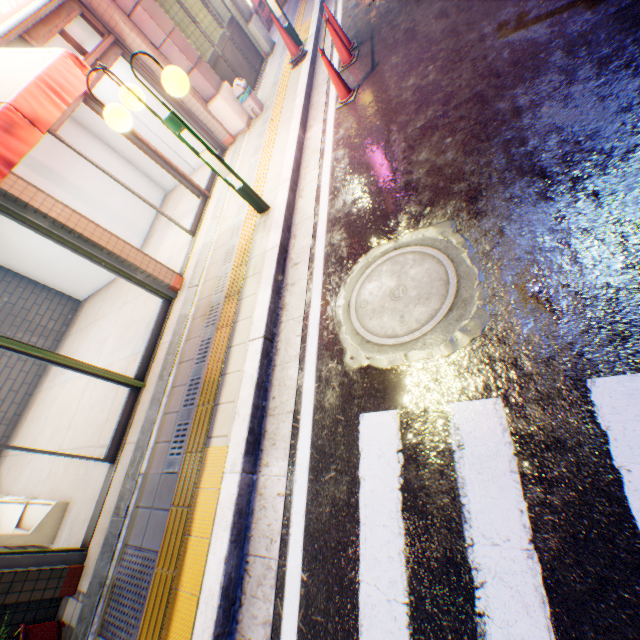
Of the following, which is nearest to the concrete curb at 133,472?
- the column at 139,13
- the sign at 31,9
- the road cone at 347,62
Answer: the column at 139,13

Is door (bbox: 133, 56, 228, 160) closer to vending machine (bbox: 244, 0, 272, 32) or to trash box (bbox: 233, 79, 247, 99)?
trash box (bbox: 233, 79, 247, 99)

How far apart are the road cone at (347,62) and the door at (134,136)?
3.0 meters

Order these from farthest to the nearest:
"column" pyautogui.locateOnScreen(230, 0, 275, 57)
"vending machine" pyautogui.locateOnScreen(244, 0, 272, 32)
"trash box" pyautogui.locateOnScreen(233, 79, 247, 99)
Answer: "vending machine" pyautogui.locateOnScreen(244, 0, 272, 32), "column" pyautogui.locateOnScreen(230, 0, 275, 57), "trash box" pyautogui.locateOnScreen(233, 79, 247, 99)

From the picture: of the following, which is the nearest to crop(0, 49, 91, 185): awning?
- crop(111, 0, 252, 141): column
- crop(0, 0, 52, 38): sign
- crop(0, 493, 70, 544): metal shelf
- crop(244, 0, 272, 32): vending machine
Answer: crop(0, 0, 52, 38): sign

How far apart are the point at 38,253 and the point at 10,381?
3.18m

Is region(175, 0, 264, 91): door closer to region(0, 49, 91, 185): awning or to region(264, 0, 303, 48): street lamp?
region(264, 0, 303, 48): street lamp

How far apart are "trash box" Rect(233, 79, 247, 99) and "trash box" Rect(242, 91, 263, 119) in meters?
0.1
